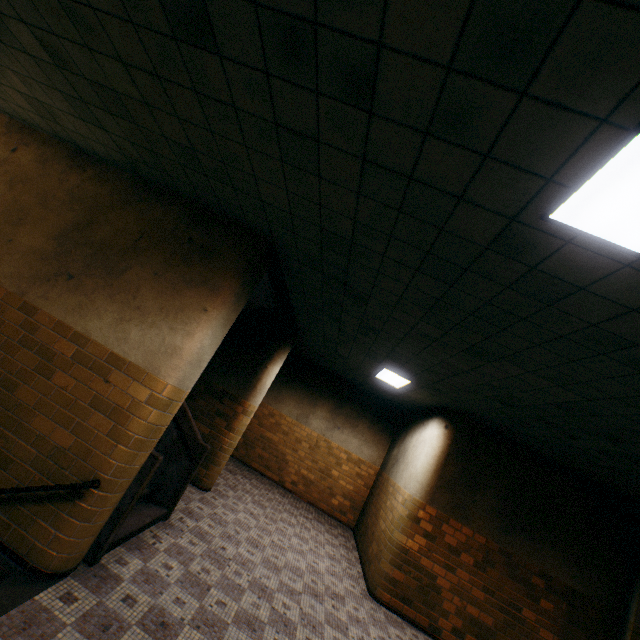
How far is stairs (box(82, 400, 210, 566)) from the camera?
3.5 meters

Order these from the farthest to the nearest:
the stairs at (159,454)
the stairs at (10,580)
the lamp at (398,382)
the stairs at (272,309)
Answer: the lamp at (398,382), the stairs at (272,309), the stairs at (159,454), the stairs at (10,580)

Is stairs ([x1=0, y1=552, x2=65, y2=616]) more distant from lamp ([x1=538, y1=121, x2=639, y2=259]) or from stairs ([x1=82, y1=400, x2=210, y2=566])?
lamp ([x1=538, y1=121, x2=639, y2=259])

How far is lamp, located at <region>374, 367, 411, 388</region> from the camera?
6.83m

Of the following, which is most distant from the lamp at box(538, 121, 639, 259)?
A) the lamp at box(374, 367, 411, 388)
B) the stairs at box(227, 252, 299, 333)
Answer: the lamp at box(374, 367, 411, 388)

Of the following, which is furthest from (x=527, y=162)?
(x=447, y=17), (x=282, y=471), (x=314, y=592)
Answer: (x=282, y=471)

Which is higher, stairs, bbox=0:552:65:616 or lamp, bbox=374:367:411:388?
lamp, bbox=374:367:411:388

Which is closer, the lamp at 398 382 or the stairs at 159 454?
the stairs at 159 454
